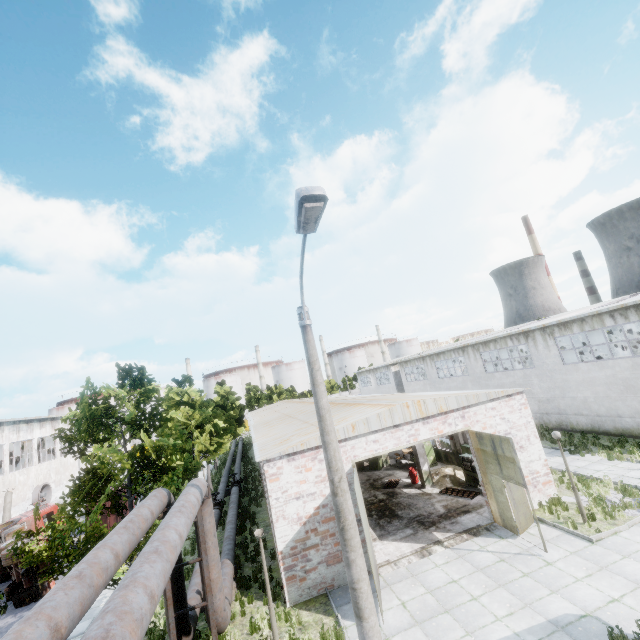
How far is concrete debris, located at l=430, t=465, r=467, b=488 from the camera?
18.4m

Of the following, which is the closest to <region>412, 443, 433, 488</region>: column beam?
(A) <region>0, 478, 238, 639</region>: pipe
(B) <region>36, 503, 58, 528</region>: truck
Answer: (A) <region>0, 478, 238, 639</region>: pipe

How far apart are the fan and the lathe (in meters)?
37.99

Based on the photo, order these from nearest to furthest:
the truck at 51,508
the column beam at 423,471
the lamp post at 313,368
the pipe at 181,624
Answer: the lamp post at 313,368 → the pipe at 181,624 → the column beam at 423,471 → the truck at 51,508

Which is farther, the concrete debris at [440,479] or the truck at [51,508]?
the truck at [51,508]

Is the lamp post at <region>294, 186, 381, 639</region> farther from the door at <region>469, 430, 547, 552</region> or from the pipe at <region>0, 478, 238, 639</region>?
Result: the door at <region>469, 430, 547, 552</region>

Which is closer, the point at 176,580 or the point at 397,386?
the point at 176,580

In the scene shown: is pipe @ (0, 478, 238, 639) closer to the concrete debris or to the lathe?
the concrete debris
